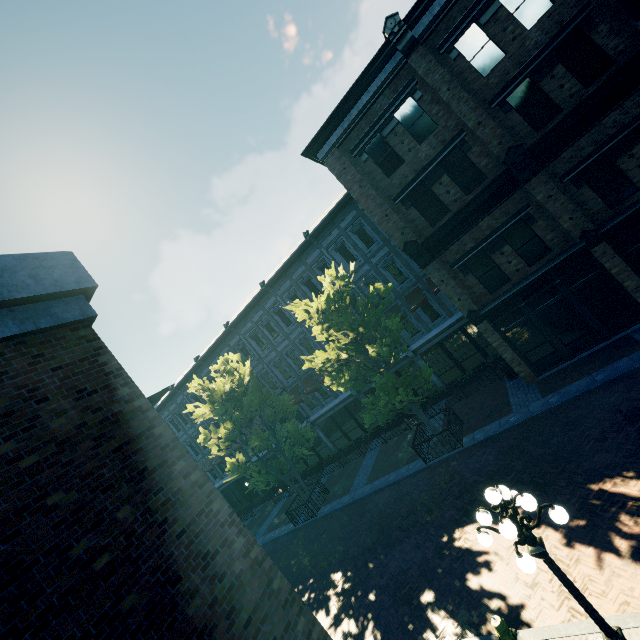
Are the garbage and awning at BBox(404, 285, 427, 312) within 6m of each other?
yes

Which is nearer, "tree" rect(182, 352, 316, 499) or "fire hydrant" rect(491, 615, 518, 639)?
"fire hydrant" rect(491, 615, 518, 639)

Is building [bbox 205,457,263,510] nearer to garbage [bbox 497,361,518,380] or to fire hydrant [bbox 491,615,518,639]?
garbage [bbox 497,361,518,380]

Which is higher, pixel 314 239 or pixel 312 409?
pixel 314 239

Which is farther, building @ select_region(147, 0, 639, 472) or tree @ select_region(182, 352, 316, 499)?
tree @ select_region(182, 352, 316, 499)

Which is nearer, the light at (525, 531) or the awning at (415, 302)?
the light at (525, 531)

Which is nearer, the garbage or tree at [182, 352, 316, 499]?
the garbage

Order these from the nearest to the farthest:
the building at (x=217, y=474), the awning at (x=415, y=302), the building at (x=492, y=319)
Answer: the building at (x=492, y=319) < the awning at (x=415, y=302) < the building at (x=217, y=474)
